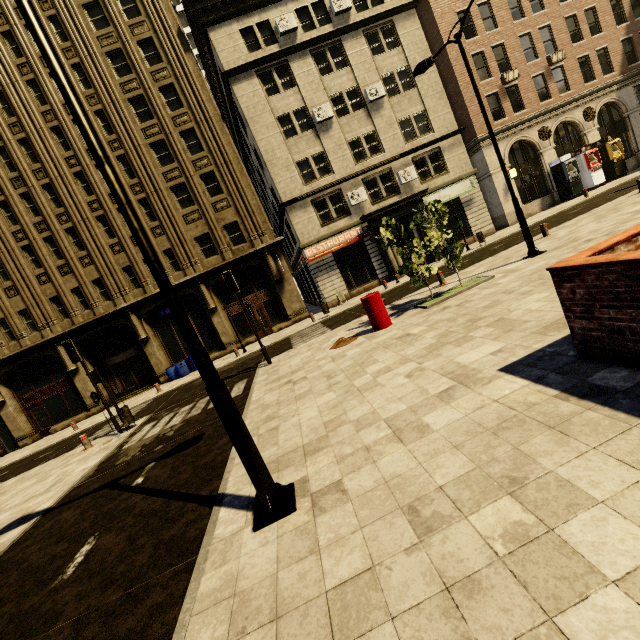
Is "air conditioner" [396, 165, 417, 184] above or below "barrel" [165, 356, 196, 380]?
above

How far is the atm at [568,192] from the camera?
23.5m

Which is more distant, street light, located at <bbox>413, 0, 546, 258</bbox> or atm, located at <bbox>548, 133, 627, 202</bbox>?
atm, located at <bbox>548, 133, 627, 202</bbox>

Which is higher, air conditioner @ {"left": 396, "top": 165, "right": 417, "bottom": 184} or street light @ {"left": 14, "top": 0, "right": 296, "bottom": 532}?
air conditioner @ {"left": 396, "top": 165, "right": 417, "bottom": 184}

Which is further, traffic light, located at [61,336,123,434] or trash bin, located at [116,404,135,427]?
trash bin, located at [116,404,135,427]

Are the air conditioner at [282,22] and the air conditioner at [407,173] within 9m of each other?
no

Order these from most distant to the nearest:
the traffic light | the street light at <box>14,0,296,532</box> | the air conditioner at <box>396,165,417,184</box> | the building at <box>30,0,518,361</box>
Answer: the air conditioner at <box>396,165,417,184</box> < the building at <box>30,0,518,361</box> < the traffic light < the street light at <box>14,0,296,532</box>

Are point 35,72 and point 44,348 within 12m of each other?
no
